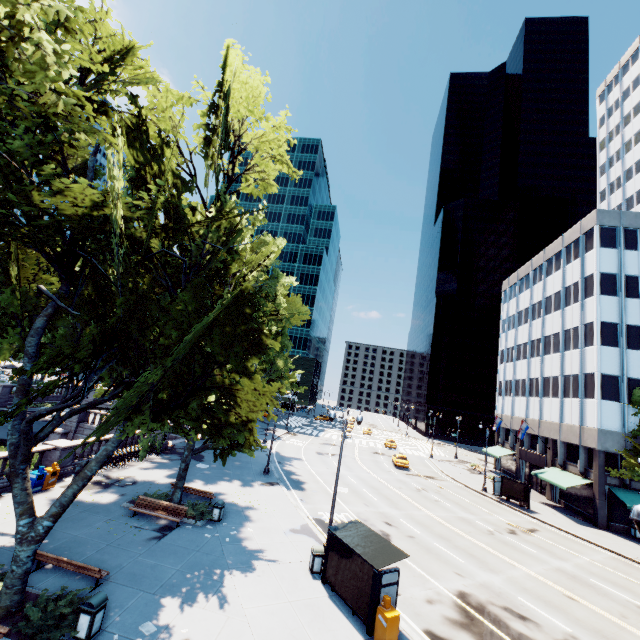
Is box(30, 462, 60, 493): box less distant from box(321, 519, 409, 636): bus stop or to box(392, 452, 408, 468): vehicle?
box(321, 519, 409, 636): bus stop

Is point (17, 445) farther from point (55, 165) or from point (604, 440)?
point (604, 440)

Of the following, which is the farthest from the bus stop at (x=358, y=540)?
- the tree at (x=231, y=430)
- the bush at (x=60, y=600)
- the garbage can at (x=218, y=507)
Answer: the bush at (x=60, y=600)

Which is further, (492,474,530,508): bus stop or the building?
(492,474,530,508): bus stop

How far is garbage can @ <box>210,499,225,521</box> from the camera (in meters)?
18.23

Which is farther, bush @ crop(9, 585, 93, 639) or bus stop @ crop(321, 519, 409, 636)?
bus stop @ crop(321, 519, 409, 636)

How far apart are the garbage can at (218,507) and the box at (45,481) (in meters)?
9.64

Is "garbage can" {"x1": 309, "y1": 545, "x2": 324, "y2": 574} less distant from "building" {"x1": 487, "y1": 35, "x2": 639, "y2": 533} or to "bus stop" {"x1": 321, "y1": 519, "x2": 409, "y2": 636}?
"bus stop" {"x1": 321, "y1": 519, "x2": 409, "y2": 636}
